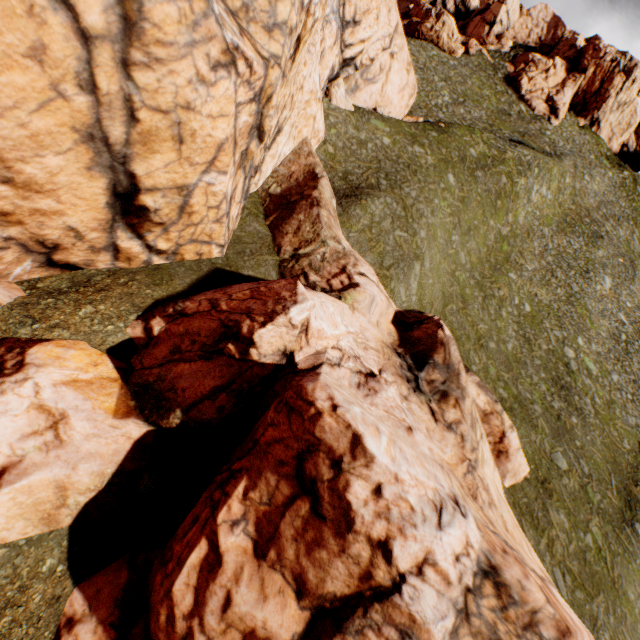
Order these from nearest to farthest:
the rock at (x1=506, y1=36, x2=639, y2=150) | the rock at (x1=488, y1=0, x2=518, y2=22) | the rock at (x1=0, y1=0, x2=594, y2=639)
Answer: the rock at (x1=0, y1=0, x2=594, y2=639) → the rock at (x1=506, y1=36, x2=639, y2=150) → the rock at (x1=488, y1=0, x2=518, y2=22)

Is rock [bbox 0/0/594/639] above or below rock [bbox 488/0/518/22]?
below

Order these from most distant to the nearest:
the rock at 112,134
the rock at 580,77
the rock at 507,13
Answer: the rock at 507,13, the rock at 580,77, the rock at 112,134

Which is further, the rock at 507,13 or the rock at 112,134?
the rock at 507,13

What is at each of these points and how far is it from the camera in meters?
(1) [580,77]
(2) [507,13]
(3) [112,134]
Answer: (1) rock, 56.9 m
(2) rock, 59.8 m
(3) rock, 9.2 m

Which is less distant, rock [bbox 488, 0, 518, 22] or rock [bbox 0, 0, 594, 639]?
rock [bbox 0, 0, 594, 639]
